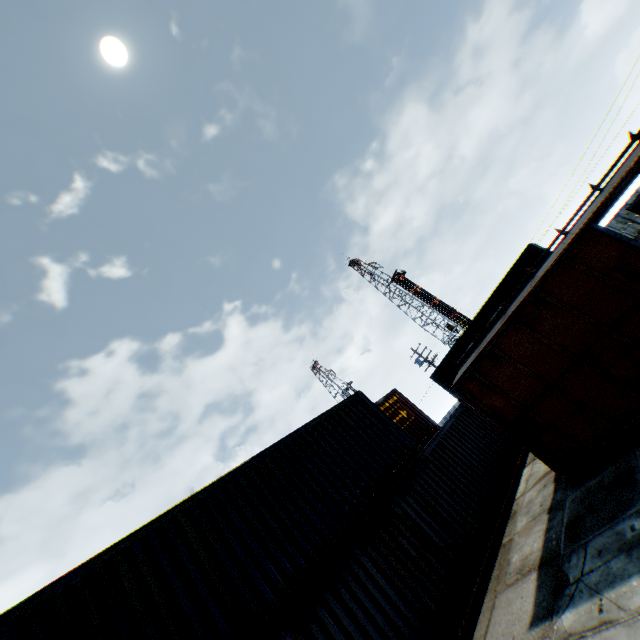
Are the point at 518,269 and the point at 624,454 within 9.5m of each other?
no

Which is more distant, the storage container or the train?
the train

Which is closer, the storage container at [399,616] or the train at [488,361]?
the storage container at [399,616]
